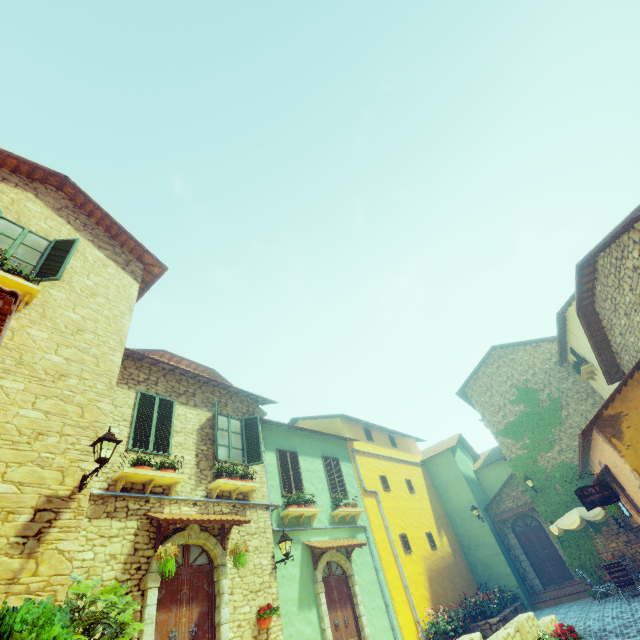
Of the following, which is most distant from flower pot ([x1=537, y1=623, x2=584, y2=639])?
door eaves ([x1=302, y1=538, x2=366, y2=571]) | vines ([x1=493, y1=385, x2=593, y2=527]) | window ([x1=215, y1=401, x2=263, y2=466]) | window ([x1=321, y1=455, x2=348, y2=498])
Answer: window ([x1=215, y1=401, x2=263, y2=466])

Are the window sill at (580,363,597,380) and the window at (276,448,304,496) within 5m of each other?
no

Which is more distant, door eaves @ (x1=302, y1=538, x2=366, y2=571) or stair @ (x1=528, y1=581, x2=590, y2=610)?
stair @ (x1=528, y1=581, x2=590, y2=610)

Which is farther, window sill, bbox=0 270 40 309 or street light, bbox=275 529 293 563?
street light, bbox=275 529 293 563

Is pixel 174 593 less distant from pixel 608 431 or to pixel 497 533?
pixel 608 431

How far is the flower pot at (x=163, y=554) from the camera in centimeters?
625cm

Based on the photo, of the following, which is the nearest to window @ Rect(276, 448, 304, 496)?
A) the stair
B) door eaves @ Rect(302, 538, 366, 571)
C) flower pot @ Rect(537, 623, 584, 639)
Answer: door eaves @ Rect(302, 538, 366, 571)

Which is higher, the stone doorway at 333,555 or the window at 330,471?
the window at 330,471
